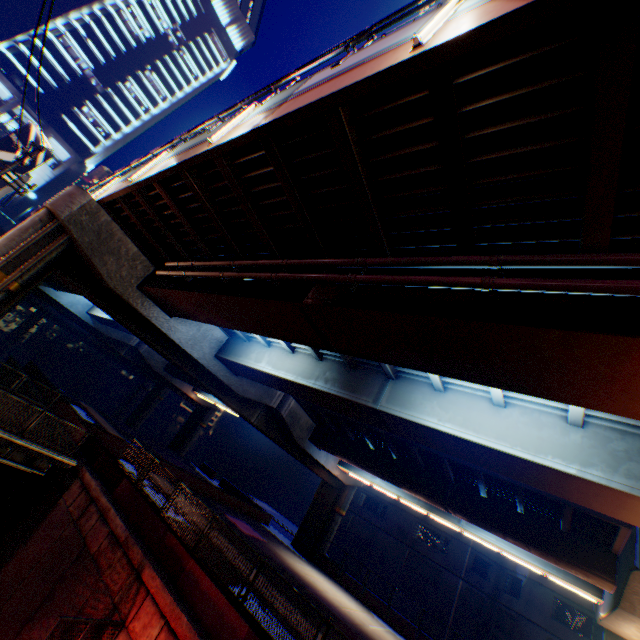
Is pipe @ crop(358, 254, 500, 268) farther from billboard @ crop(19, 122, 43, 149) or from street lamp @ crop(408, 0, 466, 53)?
billboard @ crop(19, 122, 43, 149)

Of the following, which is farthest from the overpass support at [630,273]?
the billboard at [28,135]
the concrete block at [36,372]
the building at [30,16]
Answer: the building at [30,16]

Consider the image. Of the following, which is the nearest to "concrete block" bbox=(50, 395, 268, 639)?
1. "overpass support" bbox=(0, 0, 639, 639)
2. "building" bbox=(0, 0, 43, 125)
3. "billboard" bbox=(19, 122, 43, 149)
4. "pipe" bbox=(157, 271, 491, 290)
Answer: "overpass support" bbox=(0, 0, 639, 639)

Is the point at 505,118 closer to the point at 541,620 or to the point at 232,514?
the point at 232,514

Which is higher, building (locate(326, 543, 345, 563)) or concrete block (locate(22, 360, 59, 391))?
concrete block (locate(22, 360, 59, 391))

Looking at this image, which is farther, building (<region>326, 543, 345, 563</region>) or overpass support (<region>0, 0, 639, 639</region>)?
building (<region>326, 543, 345, 563</region>)

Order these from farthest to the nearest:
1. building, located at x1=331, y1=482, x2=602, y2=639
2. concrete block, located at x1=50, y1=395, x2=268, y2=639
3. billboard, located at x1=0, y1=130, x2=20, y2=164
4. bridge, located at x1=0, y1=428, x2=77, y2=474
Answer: building, located at x1=331, y1=482, x2=602, y2=639 < billboard, located at x1=0, y1=130, x2=20, y2=164 < bridge, located at x1=0, y1=428, x2=77, y2=474 < concrete block, located at x1=50, y1=395, x2=268, y2=639

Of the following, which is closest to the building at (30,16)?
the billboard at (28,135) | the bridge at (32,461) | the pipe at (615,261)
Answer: the billboard at (28,135)
